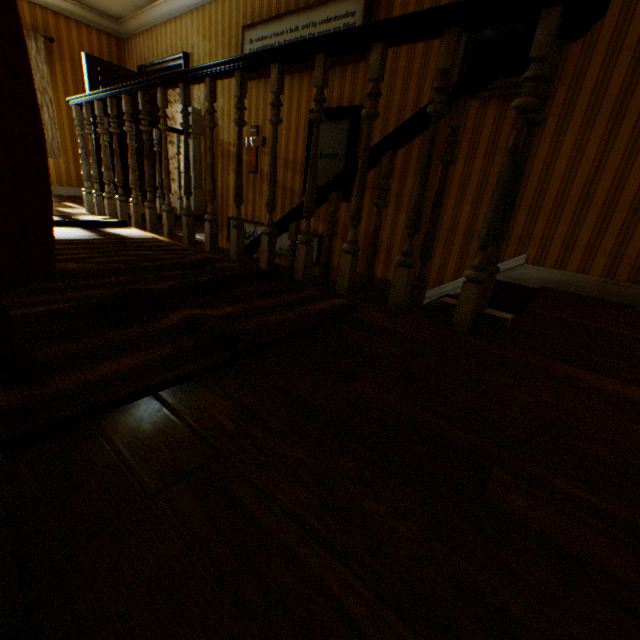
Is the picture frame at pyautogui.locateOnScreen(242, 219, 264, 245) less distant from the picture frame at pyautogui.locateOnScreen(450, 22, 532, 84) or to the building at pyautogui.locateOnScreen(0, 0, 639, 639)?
the building at pyautogui.locateOnScreen(0, 0, 639, 639)

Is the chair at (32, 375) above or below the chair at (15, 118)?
below

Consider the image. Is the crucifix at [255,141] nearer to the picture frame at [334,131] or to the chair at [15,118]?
the picture frame at [334,131]

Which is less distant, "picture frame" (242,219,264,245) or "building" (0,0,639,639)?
"building" (0,0,639,639)

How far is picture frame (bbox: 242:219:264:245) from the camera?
4.9 meters

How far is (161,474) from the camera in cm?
59

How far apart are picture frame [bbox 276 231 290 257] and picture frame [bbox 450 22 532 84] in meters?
2.0 m

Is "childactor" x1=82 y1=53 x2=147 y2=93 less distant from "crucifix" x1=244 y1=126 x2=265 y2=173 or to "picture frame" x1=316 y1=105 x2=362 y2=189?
"crucifix" x1=244 y1=126 x2=265 y2=173
